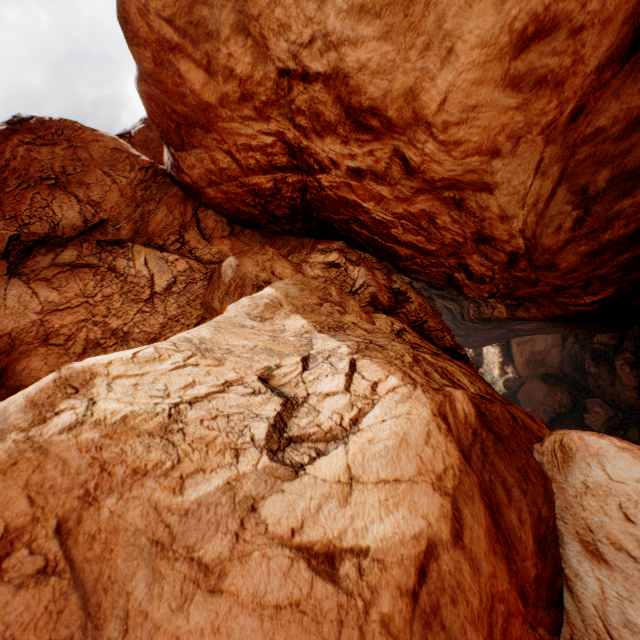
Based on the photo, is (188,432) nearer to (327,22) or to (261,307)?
(261,307)
